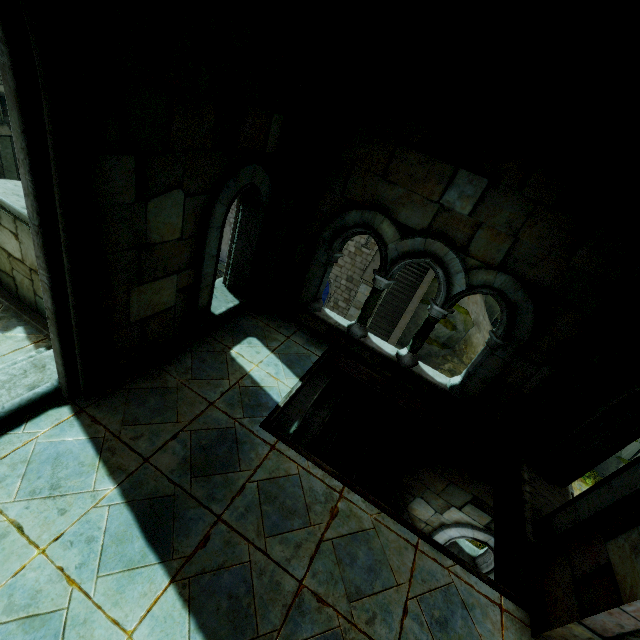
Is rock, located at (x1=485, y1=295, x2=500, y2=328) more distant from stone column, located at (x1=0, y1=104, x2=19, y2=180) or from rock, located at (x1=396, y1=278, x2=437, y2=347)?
stone column, located at (x1=0, y1=104, x2=19, y2=180)

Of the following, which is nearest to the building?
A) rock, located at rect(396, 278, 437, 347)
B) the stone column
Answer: rock, located at rect(396, 278, 437, 347)

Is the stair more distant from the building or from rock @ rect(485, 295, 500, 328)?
rock @ rect(485, 295, 500, 328)

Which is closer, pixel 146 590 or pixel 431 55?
pixel 146 590

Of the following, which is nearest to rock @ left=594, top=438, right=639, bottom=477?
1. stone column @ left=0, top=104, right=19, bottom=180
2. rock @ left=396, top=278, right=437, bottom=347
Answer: rock @ left=396, top=278, right=437, bottom=347

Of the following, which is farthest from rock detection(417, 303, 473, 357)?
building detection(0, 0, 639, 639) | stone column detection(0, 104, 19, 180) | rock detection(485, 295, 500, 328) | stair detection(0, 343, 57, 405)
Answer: stone column detection(0, 104, 19, 180)

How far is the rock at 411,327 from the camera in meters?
22.7

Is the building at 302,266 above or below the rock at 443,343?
above
